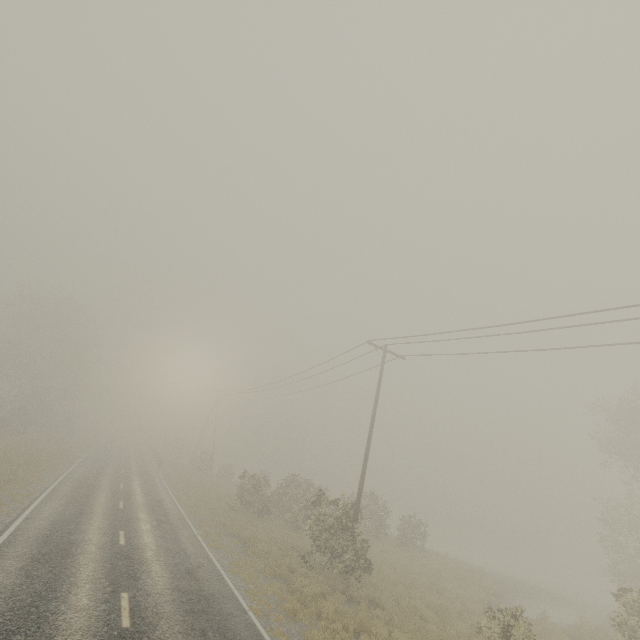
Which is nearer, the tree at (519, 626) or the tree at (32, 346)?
the tree at (519, 626)

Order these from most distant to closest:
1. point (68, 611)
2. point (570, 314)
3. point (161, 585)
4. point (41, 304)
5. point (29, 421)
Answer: point (41, 304) → point (29, 421) → point (570, 314) → point (161, 585) → point (68, 611)

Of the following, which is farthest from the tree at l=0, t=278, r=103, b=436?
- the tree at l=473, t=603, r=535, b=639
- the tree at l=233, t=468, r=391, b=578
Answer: the tree at l=233, t=468, r=391, b=578

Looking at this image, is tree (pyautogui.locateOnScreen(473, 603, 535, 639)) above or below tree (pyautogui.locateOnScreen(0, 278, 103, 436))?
below

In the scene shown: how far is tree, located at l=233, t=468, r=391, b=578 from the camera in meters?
15.1

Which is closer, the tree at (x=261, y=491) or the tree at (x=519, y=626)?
the tree at (x=519, y=626)

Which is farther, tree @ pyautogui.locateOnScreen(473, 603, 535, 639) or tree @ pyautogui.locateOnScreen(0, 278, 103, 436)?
tree @ pyautogui.locateOnScreen(0, 278, 103, 436)

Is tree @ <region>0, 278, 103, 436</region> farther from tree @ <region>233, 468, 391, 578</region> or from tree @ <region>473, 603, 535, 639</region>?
tree @ <region>233, 468, 391, 578</region>
